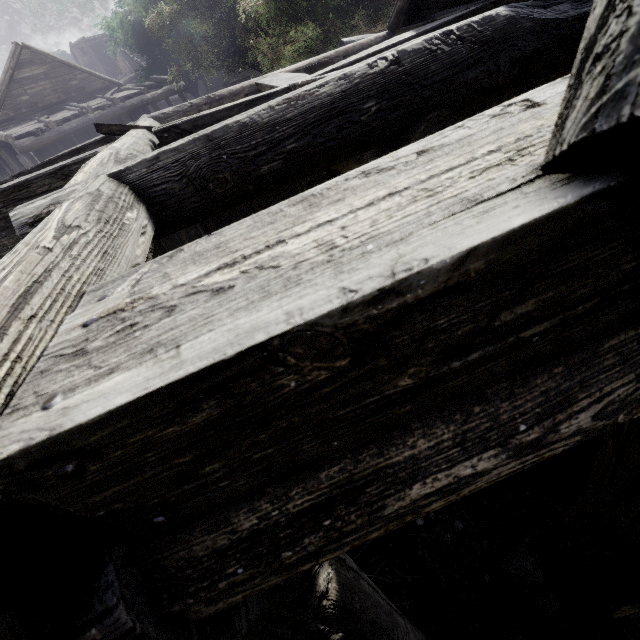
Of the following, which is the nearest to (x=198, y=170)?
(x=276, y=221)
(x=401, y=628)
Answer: (x=276, y=221)

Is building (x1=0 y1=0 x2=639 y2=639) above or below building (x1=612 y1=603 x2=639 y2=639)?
above

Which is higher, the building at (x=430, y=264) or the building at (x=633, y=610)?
the building at (x=430, y=264)

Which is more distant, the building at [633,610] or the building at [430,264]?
the building at [633,610]

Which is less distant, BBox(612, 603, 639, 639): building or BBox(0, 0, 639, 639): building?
BBox(0, 0, 639, 639): building
